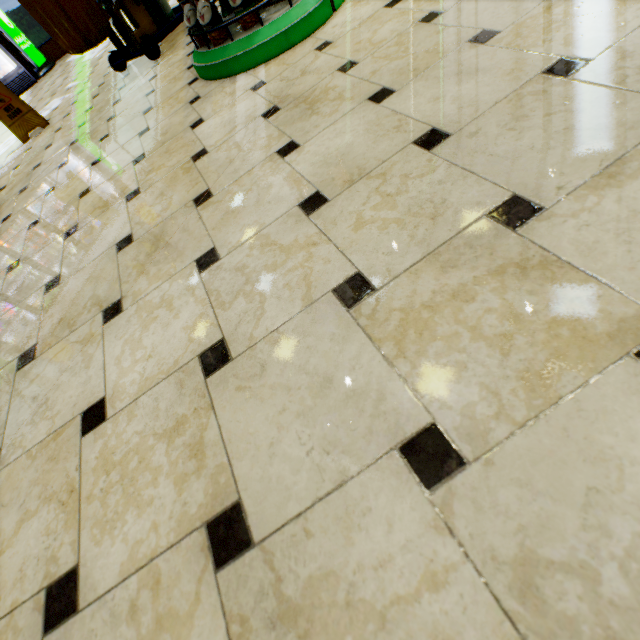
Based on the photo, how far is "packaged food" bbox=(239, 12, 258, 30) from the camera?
2.06m

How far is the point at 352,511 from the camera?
0.60m

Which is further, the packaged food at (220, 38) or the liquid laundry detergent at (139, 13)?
the liquid laundry detergent at (139, 13)

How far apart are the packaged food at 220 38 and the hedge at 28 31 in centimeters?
1028cm

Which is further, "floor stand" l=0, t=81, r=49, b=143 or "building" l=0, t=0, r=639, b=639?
"floor stand" l=0, t=81, r=49, b=143

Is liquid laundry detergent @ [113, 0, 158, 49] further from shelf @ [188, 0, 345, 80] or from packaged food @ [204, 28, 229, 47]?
packaged food @ [204, 28, 229, 47]

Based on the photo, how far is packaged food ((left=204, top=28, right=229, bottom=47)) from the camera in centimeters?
213cm

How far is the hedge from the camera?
7.97m
